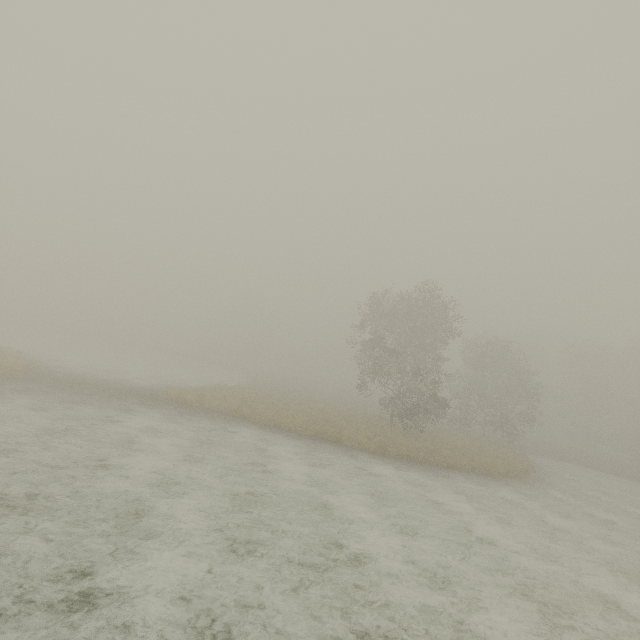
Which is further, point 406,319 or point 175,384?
point 406,319
